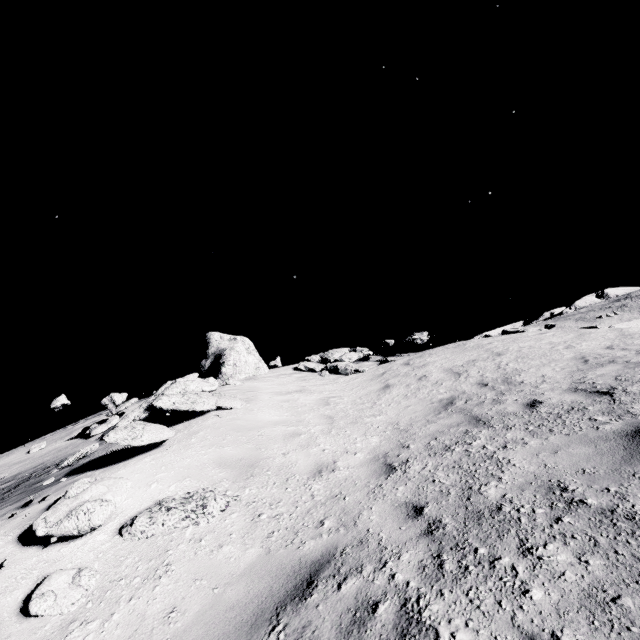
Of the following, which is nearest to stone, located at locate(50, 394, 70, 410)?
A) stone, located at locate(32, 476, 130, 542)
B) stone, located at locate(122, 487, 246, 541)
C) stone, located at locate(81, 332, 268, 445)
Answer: stone, located at locate(81, 332, 268, 445)

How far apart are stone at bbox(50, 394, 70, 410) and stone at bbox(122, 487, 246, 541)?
12.44m

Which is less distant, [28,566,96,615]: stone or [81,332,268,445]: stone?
[28,566,96,615]: stone

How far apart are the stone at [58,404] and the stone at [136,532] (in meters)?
12.44

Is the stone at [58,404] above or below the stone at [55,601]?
above

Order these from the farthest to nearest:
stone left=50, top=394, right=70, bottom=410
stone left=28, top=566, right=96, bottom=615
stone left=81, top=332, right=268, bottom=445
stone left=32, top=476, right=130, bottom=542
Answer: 1. stone left=50, top=394, right=70, bottom=410
2. stone left=81, top=332, right=268, bottom=445
3. stone left=32, top=476, right=130, bottom=542
4. stone left=28, top=566, right=96, bottom=615

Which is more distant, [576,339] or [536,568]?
[576,339]

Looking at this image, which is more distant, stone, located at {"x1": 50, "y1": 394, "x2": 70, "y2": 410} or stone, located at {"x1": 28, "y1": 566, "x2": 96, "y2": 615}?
stone, located at {"x1": 50, "y1": 394, "x2": 70, "y2": 410}
